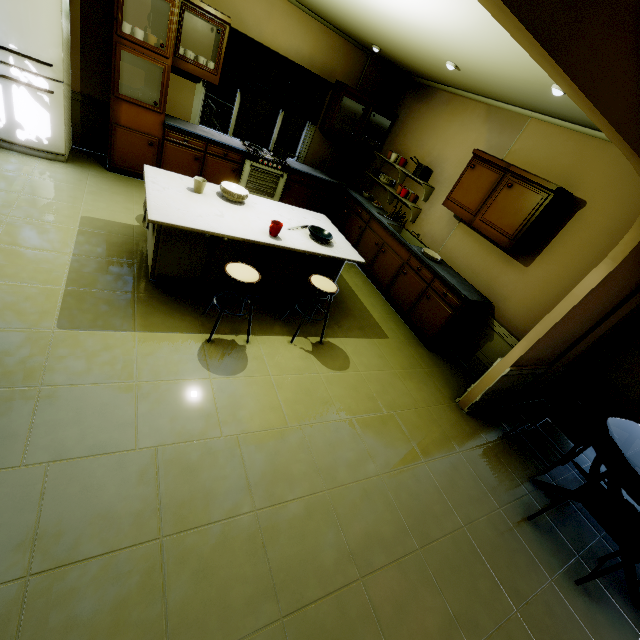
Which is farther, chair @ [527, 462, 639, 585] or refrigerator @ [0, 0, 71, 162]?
refrigerator @ [0, 0, 71, 162]

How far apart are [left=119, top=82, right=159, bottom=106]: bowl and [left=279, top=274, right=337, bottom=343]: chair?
3.41m

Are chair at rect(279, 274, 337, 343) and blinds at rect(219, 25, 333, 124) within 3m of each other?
no

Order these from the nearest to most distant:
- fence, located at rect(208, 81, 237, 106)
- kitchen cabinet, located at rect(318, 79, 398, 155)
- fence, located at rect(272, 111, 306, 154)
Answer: kitchen cabinet, located at rect(318, 79, 398, 155) < fence, located at rect(208, 81, 237, 106) < fence, located at rect(272, 111, 306, 154)

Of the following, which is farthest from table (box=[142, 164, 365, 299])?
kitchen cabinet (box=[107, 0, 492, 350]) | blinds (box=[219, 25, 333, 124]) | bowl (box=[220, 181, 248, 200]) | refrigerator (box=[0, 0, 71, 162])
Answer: blinds (box=[219, 25, 333, 124])

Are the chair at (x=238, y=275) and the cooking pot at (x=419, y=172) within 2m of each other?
no

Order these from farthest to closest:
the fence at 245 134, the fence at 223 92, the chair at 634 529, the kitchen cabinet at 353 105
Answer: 1. the fence at 245 134
2. the fence at 223 92
3. the kitchen cabinet at 353 105
4. the chair at 634 529

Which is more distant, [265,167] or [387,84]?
[387,84]
